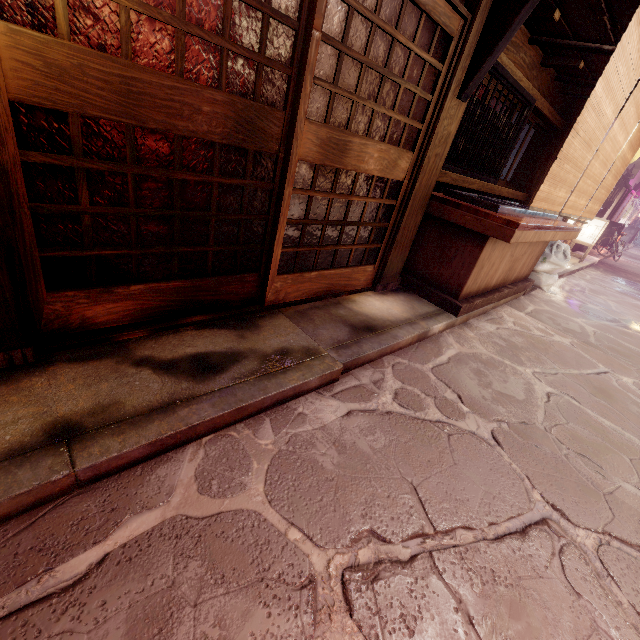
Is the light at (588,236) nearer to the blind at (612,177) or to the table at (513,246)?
the blind at (612,177)

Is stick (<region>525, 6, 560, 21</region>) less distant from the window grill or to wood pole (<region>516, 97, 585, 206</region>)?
the window grill

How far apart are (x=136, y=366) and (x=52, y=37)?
3.2 meters

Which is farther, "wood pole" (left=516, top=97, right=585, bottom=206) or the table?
"wood pole" (left=516, top=97, right=585, bottom=206)

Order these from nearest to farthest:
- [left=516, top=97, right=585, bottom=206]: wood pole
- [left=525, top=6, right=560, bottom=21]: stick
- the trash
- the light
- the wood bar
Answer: [left=525, top=6, right=560, bottom=21]: stick < the wood bar < [left=516, top=97, right=585, bottom=206]: wood pole < the trash < the light

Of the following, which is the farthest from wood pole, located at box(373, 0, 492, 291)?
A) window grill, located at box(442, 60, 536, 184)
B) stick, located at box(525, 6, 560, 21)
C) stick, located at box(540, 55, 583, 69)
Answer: stick, located at box(540, 55, 583, 69)

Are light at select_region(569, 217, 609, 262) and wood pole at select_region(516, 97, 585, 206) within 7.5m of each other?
no

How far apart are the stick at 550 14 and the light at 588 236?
18.26m
